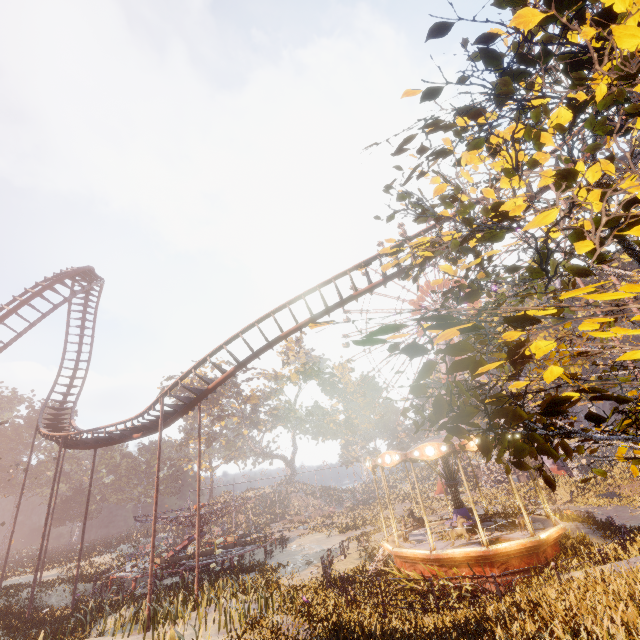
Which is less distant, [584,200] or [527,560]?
[584,200]

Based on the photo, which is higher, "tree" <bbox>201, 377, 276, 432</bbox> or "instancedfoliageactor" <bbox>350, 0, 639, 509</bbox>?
"tree" <bbox>201, 377, 276, 432</bbox>

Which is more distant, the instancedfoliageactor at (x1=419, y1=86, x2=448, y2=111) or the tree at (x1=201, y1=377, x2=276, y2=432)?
the tree at (x1=201, y1=377, x2=276, y2=432)

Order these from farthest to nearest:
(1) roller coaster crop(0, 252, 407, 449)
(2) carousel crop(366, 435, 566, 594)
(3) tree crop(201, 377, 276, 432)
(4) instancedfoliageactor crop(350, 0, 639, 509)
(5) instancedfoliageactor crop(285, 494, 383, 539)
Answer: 1. (3) tree crop(201, 377, 276, 432)
2. (5) instancedfoliageactor crop(285, 494, 383, 539)
3. (1) roller coaster crop(0, 252, 407, 449)
4. (2) carousel crop(366, 435, 566, 594)
5. (4) instancedfoliageactor crop(350, 0, 639, 509)

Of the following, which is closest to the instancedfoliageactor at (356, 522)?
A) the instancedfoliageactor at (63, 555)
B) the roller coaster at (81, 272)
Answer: the roller coaster at (81, 272)

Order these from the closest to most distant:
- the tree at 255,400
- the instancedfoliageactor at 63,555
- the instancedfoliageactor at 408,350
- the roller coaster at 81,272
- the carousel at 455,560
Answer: the instancedfoliageactor at 408,350
the carousel at 455,560
the roller coaster at 81,272
the instancedfoliageactor at 63,555
the tree at 255,400

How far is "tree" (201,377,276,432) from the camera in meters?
52.7 m

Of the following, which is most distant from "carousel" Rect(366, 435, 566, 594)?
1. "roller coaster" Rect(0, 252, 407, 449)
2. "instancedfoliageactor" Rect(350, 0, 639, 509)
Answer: "roller coaster" Rect(0, 252, 407, 449)
